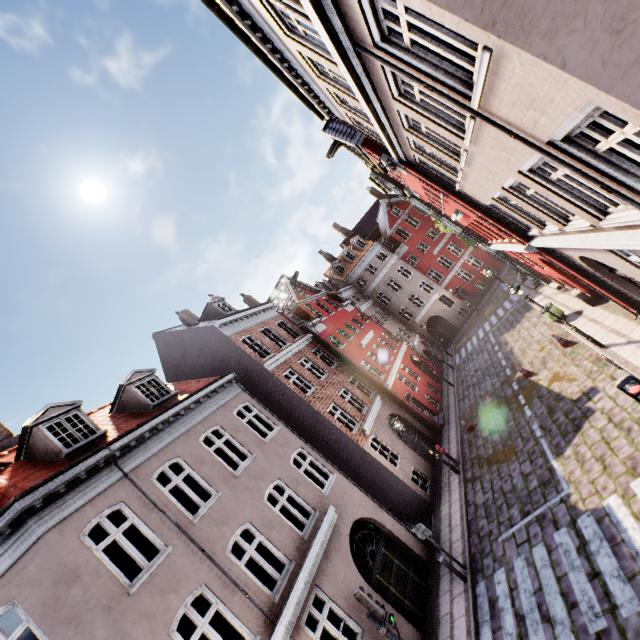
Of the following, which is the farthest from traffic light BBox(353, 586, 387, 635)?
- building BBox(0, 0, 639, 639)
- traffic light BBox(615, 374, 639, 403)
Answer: traffic light BBox(615, 374, 639, 403)

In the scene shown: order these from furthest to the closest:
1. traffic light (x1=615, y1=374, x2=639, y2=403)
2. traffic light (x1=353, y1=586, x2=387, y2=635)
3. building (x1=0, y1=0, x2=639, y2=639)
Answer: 1. traffic light (x1=353, y1=586, x2=387, y2=635)
2. traffic light (x1=615, y1=374, x2=639, y2=403)
3. building (x1=0, y1=0, x2=639, y2=639)

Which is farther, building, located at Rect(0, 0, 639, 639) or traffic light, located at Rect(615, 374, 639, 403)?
traffic light, located at Rect(615, 374, 639, 403)

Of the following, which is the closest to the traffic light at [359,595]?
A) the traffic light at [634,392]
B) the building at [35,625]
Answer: the building at [35,625]

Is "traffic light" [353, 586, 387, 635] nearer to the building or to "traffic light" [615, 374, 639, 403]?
the building

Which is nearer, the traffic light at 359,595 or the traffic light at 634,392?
the traffic light at 634,392

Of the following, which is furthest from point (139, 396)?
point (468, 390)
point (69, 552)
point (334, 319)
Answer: point (468, 390)

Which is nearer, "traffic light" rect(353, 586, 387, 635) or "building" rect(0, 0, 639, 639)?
"building" rect(0, 0, 639, 639)
